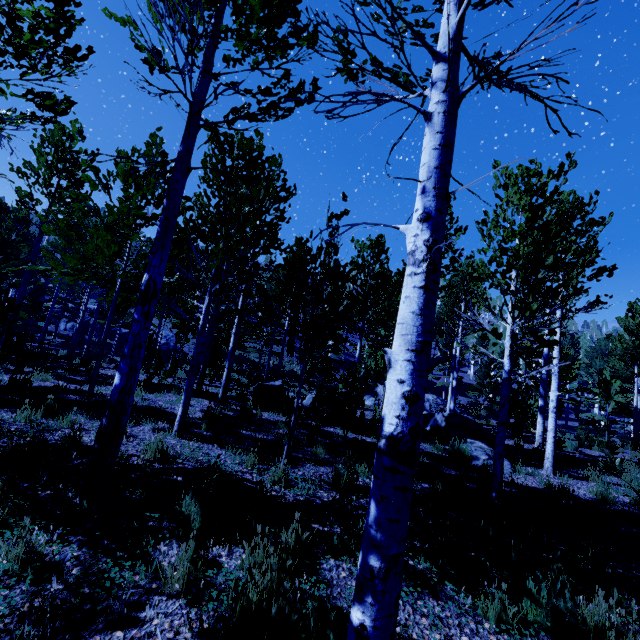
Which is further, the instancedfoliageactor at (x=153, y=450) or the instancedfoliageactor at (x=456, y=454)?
the instancedfoliageactor at (x=456, y=454)

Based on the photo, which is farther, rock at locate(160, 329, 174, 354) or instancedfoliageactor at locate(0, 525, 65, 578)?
rock at locate(160, 329, 174, 354)

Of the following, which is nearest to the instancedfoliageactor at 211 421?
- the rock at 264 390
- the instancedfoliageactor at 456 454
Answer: the rock at 264 390

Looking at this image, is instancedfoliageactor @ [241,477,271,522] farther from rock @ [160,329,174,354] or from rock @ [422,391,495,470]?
rock @ [422,391,495,470]

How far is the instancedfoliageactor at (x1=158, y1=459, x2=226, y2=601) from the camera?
2.8 meters

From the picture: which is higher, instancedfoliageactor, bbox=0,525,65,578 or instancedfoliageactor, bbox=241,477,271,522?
instancedfoliageactor, bbox=241,477,271,522

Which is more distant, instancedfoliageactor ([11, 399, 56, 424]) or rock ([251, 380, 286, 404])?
rock ([251, 380, 286, 404])

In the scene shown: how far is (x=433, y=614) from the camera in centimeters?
304cm
